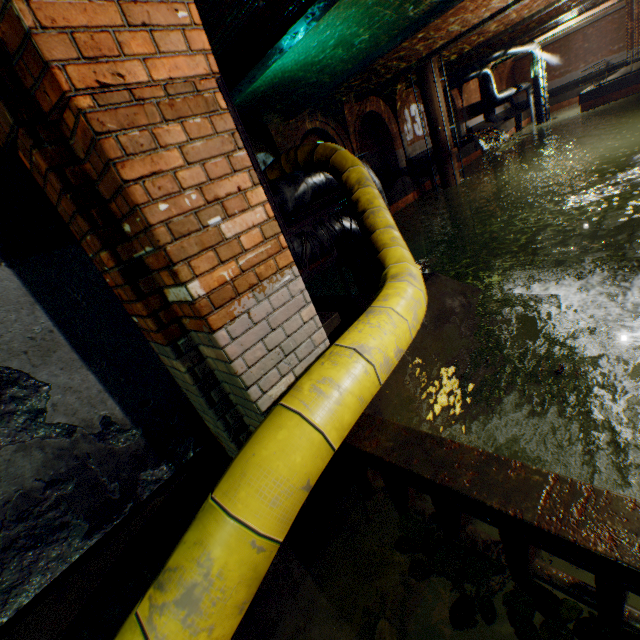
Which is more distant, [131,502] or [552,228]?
[552,228]

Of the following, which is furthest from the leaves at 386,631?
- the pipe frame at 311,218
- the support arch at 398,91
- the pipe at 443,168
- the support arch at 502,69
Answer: the support arch at 502,69

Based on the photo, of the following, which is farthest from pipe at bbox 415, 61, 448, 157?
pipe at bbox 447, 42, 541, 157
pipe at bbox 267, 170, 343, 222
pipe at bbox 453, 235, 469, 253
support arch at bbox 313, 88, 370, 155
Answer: pipe at bbox 267, 170, 343, 222

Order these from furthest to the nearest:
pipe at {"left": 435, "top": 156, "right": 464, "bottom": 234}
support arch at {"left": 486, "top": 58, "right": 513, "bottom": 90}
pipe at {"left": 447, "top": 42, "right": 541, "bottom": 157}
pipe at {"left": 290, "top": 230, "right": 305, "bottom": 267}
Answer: support arch at {"left": 486, "top": 58, "right": 513, "bottom": 90}, pipe at {"left": 447, "top": 42, "right": 541, "bottom": 157}, pipe at {"left": 435, "top": 156, "right": 464, "bottom": 234}, pipe at {"left": 290, "top": 230, "right": 305, "bottom": 267}

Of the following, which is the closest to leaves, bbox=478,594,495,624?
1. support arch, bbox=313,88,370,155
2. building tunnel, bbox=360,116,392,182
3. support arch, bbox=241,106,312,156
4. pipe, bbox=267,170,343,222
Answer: pipe, bbox=267,170,343,222

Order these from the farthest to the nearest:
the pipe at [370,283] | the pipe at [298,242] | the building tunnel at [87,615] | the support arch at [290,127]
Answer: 1. the support arch at [290,127]
2. the pipe at [370,283]
3. the pipe at [298,242]
4. the building tunnel at [87,615]

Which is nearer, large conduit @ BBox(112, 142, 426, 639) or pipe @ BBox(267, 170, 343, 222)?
large conduit @ BBox(112, 142, 426, 639)

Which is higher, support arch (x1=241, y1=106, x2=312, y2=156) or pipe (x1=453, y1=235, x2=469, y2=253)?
support arch (x1=241, y1=106, x2=312, y2=156)
